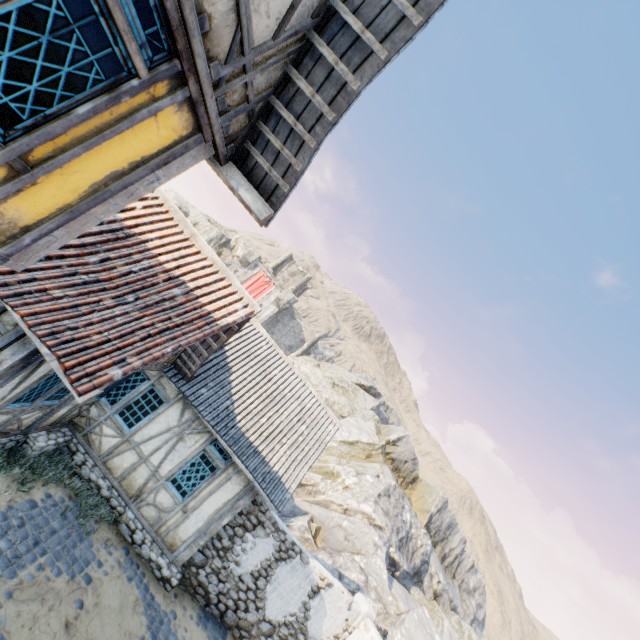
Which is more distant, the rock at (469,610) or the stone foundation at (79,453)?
the rock at (469,610)

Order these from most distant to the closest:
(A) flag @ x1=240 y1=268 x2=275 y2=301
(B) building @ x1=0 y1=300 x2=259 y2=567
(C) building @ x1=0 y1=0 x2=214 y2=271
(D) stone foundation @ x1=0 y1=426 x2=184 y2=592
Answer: (A) flag @ x1=240 y1=268 x2=275 y2=301 → (D) stone foundation @ x1=0 y1=426 x2=184 y2=592 → (B) building @ x1=0 y1=300 x2=259 y2=567 → (C) building @ x1=0 y1=0 x2=214 y2=271

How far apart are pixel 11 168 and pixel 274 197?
2.94m

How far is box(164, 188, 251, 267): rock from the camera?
46.34m

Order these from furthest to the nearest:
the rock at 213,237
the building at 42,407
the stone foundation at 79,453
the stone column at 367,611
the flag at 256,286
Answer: the rock at 213,237 < the flag at 256,286 < the stone column at 367,611 < the stone foundation at 79,453 < the building at 42,407

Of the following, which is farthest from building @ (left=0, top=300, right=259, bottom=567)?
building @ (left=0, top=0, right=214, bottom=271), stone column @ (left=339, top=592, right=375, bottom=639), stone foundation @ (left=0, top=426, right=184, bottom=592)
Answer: stone column @ (left=339, top=592, right=375, bottom=639)

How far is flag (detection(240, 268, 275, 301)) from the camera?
44.0 meters

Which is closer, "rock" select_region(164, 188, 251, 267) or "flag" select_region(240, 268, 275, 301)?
"flag" select_region(240, 268, 275, 301)
